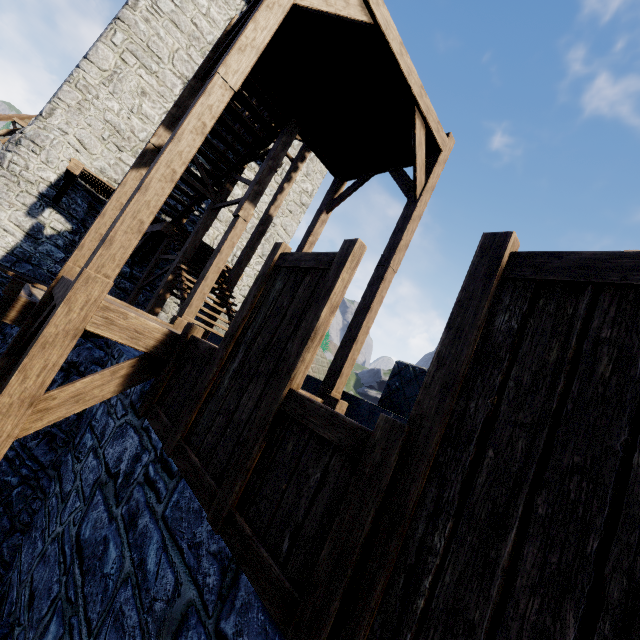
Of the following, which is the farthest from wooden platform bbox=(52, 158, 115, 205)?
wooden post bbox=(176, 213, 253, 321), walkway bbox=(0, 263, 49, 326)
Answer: wooden post bbox=(176, 213, 253, 321)

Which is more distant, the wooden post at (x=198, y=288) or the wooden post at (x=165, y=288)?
the wooden post at (x=165, y=288)

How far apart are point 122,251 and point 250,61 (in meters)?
2.66

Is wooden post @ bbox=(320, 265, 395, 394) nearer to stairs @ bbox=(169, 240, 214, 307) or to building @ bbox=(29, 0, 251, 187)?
stairs @ bbox=(169, 240, 214, 307)

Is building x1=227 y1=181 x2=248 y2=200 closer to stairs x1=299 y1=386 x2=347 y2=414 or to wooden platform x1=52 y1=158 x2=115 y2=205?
wooden platform x1=52 y1=158 x2=115 y2=205

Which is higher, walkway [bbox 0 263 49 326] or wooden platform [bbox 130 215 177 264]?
wooden platform [bbox 130 215 177 264]

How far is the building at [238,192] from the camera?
14.16m

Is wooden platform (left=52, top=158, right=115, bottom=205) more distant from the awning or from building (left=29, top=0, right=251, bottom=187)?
the awning
